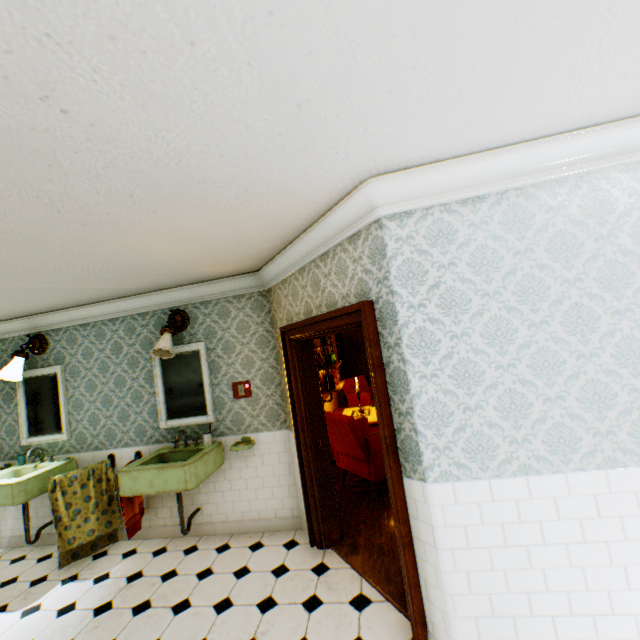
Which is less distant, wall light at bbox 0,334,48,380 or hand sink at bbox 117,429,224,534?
hand sink at bbox 117,429,224,534

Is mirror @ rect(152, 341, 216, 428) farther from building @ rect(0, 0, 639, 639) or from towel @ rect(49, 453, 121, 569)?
towel @ rect(49, 453, 121, 569)

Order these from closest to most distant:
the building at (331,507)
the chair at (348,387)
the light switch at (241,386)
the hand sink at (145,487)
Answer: the building at (331,507) → the hand sink at (145,487) → the light switch at (241,386) → the chair at (348,387)

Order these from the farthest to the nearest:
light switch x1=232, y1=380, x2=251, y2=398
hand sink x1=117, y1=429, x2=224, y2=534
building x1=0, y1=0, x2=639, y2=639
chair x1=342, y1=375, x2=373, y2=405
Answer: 1. chair x1=342, y1=375, x2=373, y2=405
2. light switch x1=232, y1=380, x2=251, y2=398
3. hand sink x1=117, y1=429, x2=224, y2=534
4. building x1=0, y1=0, x2=639, y2=639

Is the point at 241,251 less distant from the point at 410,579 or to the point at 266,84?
the point at 266,84

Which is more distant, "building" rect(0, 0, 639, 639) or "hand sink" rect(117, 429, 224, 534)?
"hand sink" rect(117, 429, 224, 534)

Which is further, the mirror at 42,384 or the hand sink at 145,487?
the mirror at 42,384

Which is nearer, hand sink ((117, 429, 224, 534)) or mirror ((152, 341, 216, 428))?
hand sink ((117, 429, 224, 534))
